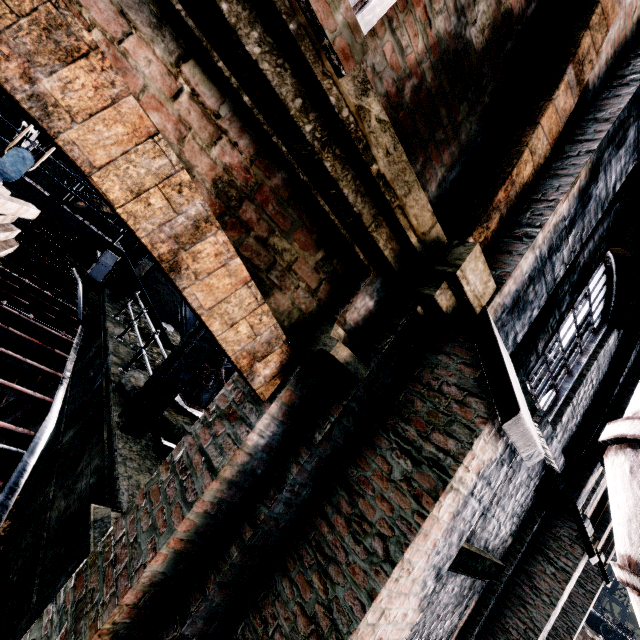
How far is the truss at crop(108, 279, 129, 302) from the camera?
14.13m

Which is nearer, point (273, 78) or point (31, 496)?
point (273, 78)

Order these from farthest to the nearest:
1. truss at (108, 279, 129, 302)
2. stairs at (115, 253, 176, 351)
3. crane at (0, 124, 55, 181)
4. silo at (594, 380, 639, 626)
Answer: truss at (108, 279, 129, 302) → stairs at (115, 253, 176, 351) → crane at (0, 124, 55, 181) → silo at (594, 380, 639, 626)

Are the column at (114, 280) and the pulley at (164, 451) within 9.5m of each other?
no

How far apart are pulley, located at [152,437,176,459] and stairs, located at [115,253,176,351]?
8.2m

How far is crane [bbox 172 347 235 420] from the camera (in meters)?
7.46

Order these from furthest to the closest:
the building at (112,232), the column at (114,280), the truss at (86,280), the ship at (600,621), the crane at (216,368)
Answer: the ship at (600,621) → the building at (112,232) → the column at (114,280) → the truss at (86,280) → the crane at (216,368)
